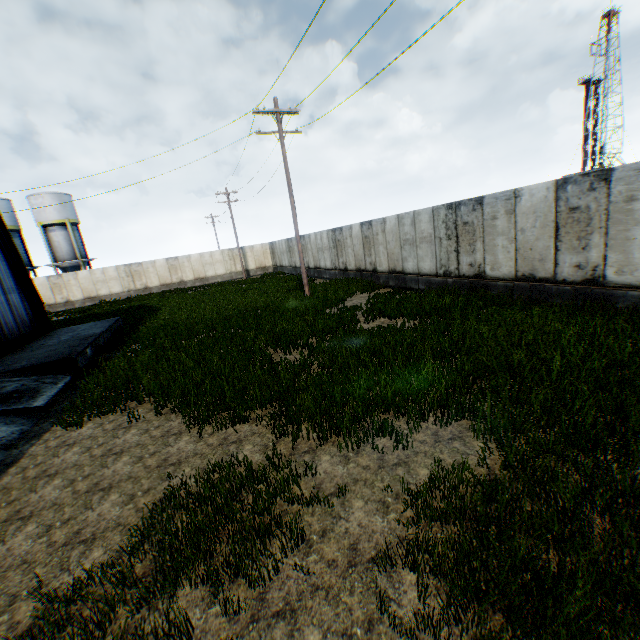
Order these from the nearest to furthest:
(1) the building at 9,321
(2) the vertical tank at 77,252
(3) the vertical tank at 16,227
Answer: (1) the building at 9,321
(3) the vertical tank at 16,227
(2) the vertical tank at 77,252

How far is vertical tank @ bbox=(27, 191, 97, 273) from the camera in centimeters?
3556cm

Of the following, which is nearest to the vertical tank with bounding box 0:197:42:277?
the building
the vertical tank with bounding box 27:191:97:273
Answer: the vertical tank with bounding box 27:191:97:273

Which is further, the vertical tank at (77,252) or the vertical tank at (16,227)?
the vertical tank at (77,252)

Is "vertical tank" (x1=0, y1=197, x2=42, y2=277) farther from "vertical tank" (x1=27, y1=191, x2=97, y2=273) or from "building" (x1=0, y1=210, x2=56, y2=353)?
"building" (x1=0, y1=210, x2=56, y2=353)

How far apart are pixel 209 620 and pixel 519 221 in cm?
1188

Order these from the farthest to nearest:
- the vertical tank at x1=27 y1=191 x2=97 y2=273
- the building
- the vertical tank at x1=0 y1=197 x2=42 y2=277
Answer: the vertical tank at x1=27 y1=191 x2=97 y2=273 → the vertical tank at x1=0 y1=197 x2=42 y2=277 → the building
